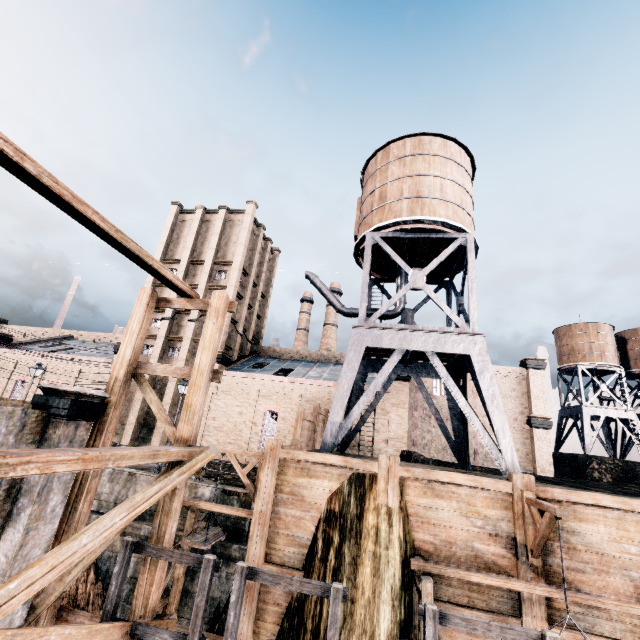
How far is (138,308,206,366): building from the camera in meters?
34.7 m

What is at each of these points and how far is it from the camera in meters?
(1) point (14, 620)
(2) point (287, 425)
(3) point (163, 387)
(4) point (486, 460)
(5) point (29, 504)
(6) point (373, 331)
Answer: (1) building, 8.8
(2) building, 29.9
(3) building, 34.2
(4) building, 34.8
(5) building, 9.1
(6) water tower, 17.3

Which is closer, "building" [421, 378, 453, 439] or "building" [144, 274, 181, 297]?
"building" [421, 378, 453, 439]

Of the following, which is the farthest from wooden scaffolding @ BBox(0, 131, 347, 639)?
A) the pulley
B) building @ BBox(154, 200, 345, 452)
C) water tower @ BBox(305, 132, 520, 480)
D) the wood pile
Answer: building @ BBox(154, 200, 345, 452)

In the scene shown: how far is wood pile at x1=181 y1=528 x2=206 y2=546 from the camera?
13.30m

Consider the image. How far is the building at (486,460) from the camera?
34.7 meters

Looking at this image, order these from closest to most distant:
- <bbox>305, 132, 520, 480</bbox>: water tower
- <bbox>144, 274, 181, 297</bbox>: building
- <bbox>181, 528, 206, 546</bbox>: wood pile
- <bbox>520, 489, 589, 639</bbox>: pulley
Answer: <bbox>520, 489, 589, 639</bbox>: pulley, <bbox>181, 528, 206, 546</bbox>: wood pile, <bbox>305, 132, 520, 480</bbox>: water tower, <bbox>144, 274, 181, 297</bbox>: building
